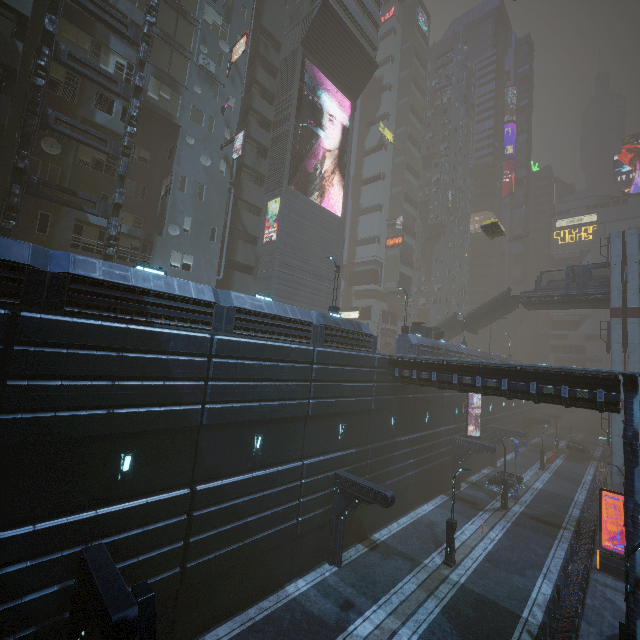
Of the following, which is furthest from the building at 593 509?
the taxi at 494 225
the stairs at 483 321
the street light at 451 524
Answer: the taxi at 494 225

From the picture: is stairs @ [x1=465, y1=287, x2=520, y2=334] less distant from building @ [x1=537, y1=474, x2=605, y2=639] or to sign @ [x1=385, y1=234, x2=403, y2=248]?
building @ [x1=537, y1=474, x2=605, y2=639]

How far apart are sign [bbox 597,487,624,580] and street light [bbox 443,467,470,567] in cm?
911

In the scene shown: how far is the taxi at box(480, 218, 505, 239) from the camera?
32.06m

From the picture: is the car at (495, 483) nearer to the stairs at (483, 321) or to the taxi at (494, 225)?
the stairs at (483, 321)

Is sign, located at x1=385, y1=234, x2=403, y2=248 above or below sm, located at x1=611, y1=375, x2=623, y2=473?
above

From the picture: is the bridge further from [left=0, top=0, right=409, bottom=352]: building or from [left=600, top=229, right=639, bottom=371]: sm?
[left=0, top=0, right=409, bottom=352]: building

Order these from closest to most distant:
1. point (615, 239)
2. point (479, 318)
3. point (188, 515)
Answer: point (188, 515) → point (615, 239) → point (479, 318)
